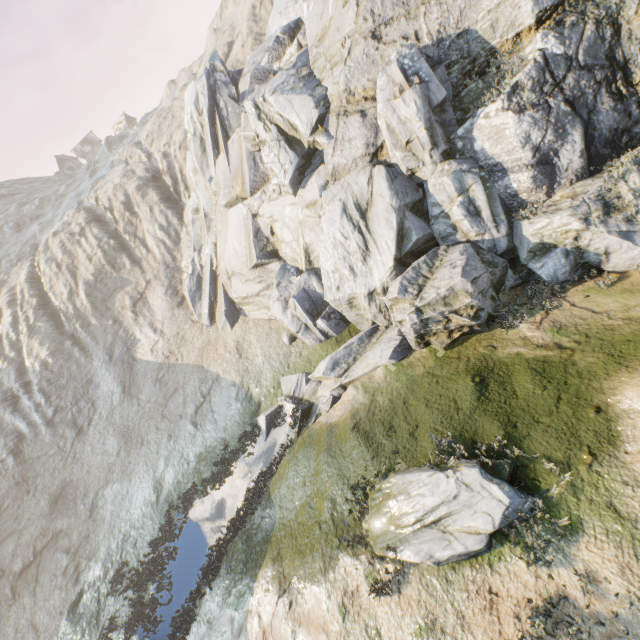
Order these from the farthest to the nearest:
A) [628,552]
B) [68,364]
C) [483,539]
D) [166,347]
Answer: [68,364]
[166,347]
[483,539]
[628,552]

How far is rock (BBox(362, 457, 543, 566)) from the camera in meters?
6.9

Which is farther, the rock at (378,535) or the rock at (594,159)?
the rock at (594,159)

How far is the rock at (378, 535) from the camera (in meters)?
6.91

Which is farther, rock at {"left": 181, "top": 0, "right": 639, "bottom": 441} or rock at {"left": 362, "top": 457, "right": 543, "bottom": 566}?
rock at {"left": 181, "top": 0, "right": 639, "bottom": 441}
